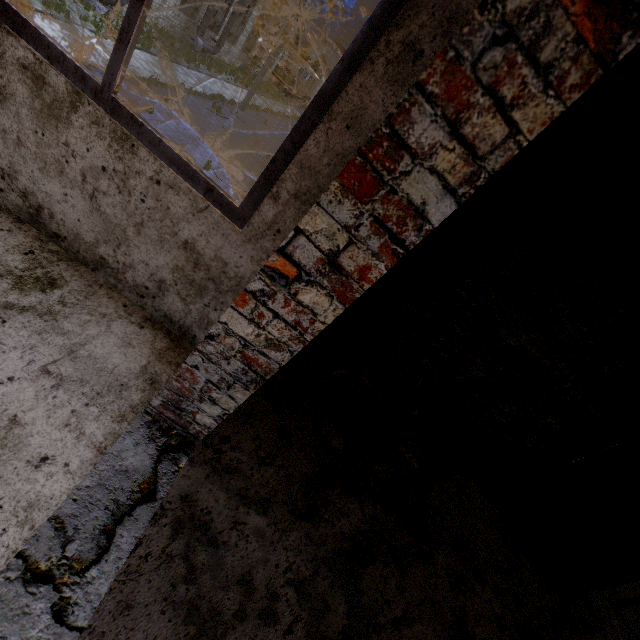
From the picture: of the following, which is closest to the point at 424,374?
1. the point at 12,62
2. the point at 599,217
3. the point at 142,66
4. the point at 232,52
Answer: the point at 599,217

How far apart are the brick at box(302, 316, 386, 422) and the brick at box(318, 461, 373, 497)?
0.5m

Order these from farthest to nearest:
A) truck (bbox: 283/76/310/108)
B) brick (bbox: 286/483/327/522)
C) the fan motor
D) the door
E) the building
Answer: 1. truck (bbox: 283/76/310/108)
2. the fan motor
3. the door
4. brick (bbox: 286/483/327/522)
5. the building

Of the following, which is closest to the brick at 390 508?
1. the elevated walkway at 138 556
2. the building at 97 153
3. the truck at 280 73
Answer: the elevated walkway at 138 556

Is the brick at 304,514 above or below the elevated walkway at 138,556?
above

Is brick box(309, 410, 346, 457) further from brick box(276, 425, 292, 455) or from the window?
the window

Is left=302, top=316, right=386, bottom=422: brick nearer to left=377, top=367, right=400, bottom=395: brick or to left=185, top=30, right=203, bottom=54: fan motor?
left=377, top=367, right=400, bottom=395: brick

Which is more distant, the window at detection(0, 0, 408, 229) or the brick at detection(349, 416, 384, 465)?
the brick at detection(349, 416, 384, 465)
